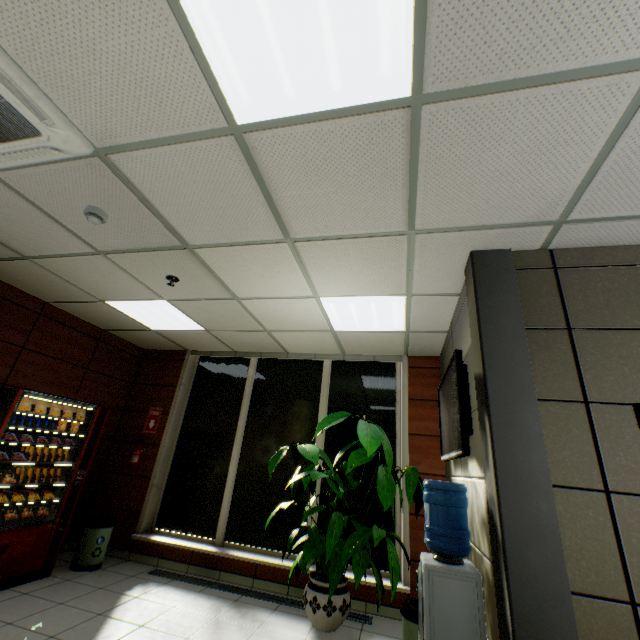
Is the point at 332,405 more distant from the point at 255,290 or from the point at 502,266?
the point at 502,266

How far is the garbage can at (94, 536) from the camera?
4.2m

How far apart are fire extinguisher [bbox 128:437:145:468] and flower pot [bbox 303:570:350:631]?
3.3 meters

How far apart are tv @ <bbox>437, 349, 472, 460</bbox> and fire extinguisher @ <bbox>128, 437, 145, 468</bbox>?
4.66m

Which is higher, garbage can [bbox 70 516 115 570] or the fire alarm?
the fire alarm

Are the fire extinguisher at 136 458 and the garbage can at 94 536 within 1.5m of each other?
yes

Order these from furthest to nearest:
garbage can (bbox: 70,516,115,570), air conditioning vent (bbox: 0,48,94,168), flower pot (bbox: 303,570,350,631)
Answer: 1. garbage can (bbox: 70,516,115,570)
2. flower pot (bbox: 303,570,350,631)
3. air conditioning vent (bbox: 0,48,94,168)

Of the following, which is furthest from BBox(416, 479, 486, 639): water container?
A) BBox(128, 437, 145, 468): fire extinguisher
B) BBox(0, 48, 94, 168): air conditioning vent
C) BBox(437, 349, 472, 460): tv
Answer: BBox(128, 437, 145, 468): fire extinguisher
